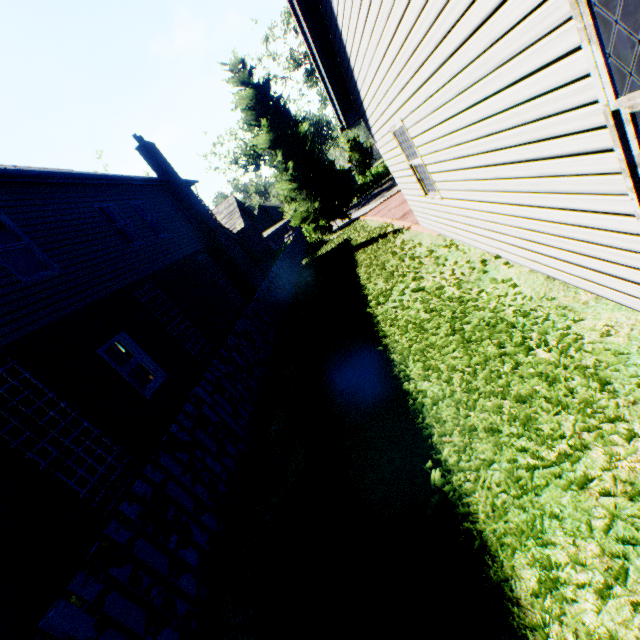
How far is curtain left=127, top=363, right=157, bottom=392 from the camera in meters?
8.1 m

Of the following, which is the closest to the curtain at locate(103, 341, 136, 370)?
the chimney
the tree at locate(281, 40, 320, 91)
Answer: the chimney

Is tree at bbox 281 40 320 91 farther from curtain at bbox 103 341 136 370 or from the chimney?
curtain at bbox 103 341 136 370

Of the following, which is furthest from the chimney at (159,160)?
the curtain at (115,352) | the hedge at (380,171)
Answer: the hedge at (380,171)

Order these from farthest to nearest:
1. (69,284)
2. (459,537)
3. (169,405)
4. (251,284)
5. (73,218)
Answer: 1. (251,284)
2. (73,218)
3. (169,405)
4. (69,284)
5. (459,537)

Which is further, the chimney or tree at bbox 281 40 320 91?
tree at bbox 281 40 320 91

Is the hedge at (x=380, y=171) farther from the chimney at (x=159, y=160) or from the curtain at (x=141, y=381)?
the curtain at (x=141, y=381)

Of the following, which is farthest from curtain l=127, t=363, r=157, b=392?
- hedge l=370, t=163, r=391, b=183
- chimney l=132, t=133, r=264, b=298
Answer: hedge l=370, t=163, r=391, b=183
